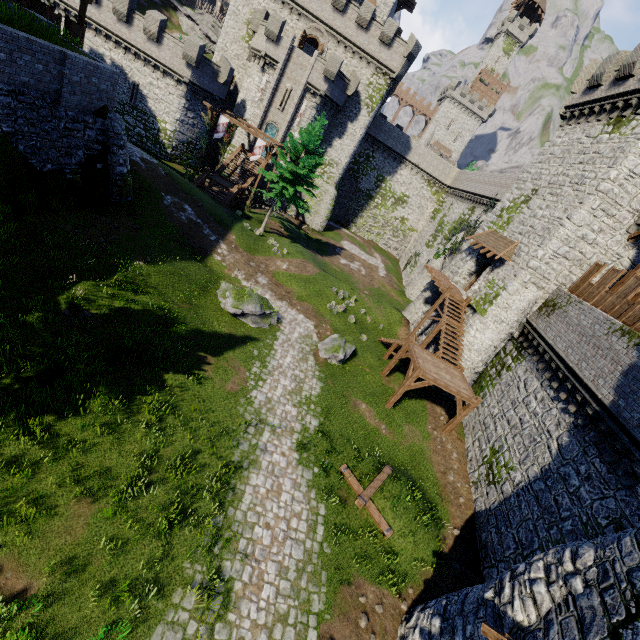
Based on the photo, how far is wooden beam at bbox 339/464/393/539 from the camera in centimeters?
1198cm

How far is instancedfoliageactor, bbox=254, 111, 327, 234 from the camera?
26.9 meters

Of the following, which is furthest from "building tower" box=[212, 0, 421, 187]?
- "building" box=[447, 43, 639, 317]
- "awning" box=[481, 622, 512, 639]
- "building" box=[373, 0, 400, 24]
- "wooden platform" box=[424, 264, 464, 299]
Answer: "awning" box=[481, 622, 512, 639]

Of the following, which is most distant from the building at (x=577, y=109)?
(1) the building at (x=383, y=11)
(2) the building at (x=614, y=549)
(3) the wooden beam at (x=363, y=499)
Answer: (1) the building at (x=383, y=11)

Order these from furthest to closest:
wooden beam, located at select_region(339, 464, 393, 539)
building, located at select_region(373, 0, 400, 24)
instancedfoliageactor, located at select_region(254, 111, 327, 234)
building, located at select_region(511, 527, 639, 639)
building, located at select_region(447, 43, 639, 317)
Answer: building, located at select_region(373, 0, 400, 24) < instancedfoliageactor, located at select_region(254, 111, 327, 234) < building, located at select_region(447, 43, 639, 317) < wooden beam, located at select_region(339, 464, 393, 539) < building, located at select_region(511, 527, 639, 639)

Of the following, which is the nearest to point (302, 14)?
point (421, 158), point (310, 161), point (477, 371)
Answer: point (310, 161)

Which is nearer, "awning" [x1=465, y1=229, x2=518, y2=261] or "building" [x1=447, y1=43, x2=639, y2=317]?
"building" [x1=447, y1=43, x2=639, y2=317]

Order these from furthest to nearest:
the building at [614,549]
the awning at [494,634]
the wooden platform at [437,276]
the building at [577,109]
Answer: the wooden platform at [437,276] < the building at [577,109] < the awning at [494,634] < the building at [614,549]
